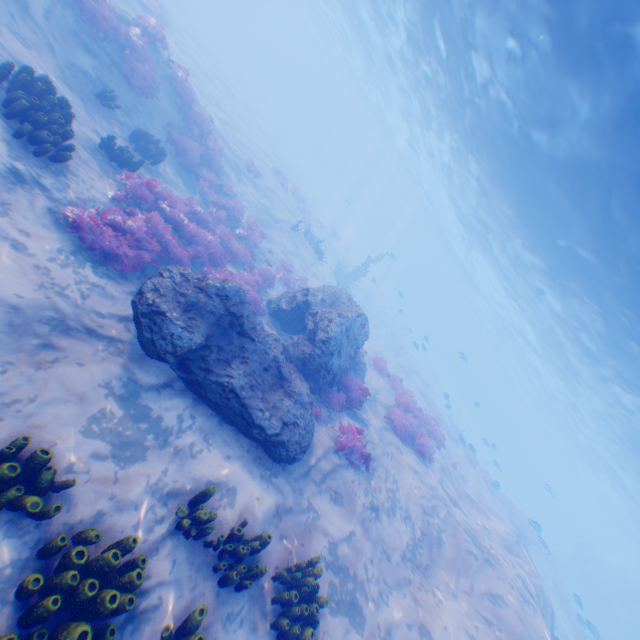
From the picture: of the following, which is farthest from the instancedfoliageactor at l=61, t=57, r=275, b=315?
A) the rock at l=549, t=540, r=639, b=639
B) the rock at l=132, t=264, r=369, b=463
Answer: the rock at l=549, t=540, r=639, b=639

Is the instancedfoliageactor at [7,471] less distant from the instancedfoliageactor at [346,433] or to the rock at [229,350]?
the instancedfoliageactor at [346,433]

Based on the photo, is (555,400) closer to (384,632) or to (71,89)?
(384,632)

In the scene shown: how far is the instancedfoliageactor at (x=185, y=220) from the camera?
7.3 meters

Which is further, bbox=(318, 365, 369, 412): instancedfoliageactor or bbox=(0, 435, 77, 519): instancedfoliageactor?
bbox=(318, 365, 369, 412): instancedfoliageactor

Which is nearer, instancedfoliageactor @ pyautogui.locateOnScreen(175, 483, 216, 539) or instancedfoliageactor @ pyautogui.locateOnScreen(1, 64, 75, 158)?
instancedfoliageactor @ pyautogui.locateOnScreen(175, 483, 216, 539)
